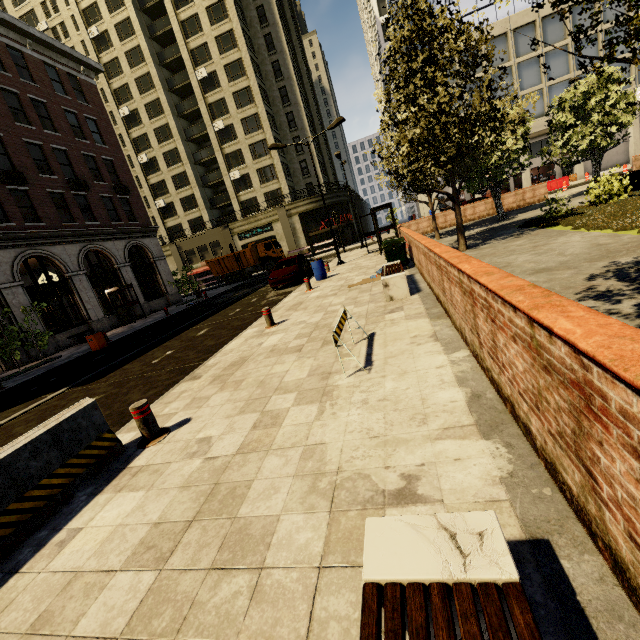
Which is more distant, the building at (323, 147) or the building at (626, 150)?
the building at (323, 147)

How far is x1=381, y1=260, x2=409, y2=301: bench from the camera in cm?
781

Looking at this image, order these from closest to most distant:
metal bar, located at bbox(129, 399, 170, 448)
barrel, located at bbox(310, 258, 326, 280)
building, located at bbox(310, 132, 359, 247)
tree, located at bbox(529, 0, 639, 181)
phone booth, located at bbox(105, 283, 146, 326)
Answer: tree, located at bbox(529, 0, 639, 181), metal bar, located at bbox(129, 399, 170, 448), barrel, located at bbox(310, 258, 326, 280), phone booth, located at bbox(105, 283, 146, 326), building, located at bbox(310, 132, 359, 247)

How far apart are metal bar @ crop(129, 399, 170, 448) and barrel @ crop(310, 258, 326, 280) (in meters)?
11.84

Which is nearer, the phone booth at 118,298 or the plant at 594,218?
the plant at 594,218

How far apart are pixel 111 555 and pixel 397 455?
2.5 meters

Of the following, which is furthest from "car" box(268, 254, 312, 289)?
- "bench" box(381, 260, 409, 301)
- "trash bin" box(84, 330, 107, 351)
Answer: "trash bin" box(84, 330, 107, 351)

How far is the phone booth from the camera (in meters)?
22.44
